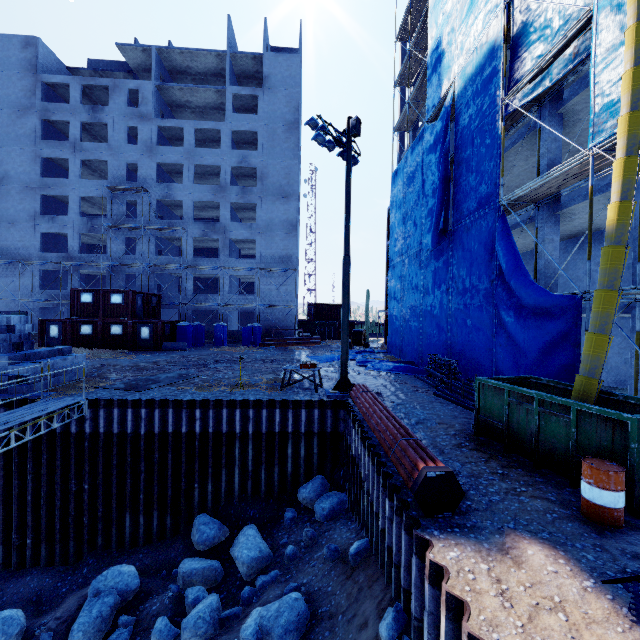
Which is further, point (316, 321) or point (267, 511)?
point (316, 321)

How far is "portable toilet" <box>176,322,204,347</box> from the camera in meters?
30.6

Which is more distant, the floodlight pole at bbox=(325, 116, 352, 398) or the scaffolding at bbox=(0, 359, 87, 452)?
the floodlight pole at bbox=(325, 116, 352, 398)

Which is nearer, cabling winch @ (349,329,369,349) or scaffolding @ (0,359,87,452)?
scaffolding @ (0,359,87,452)

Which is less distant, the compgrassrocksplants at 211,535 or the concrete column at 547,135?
the compgrassrocksplants at 211,535

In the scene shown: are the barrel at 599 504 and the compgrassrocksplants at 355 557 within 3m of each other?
Answer: no

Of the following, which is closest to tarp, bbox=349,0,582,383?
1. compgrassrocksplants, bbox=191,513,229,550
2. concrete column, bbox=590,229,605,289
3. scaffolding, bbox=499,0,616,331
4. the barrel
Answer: scaffolding, bbox=499,0,616,331

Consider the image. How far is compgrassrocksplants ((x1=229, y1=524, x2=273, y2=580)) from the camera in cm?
933
